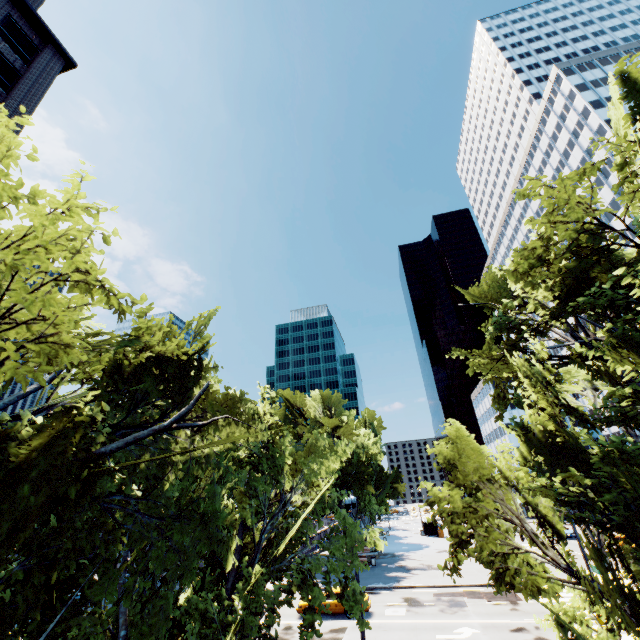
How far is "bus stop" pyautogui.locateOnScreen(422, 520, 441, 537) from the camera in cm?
5416

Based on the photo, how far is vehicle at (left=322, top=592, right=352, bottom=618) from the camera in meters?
22.3 m

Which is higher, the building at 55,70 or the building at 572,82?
the building at 572,82

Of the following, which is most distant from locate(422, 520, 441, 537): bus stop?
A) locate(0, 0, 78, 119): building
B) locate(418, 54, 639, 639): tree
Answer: locate(0, 0, 78, 119): building

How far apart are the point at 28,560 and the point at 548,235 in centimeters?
1130cm

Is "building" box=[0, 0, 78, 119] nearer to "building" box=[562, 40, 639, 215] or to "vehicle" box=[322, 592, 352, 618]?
"vehicle" box=[322, 592, 352, 618]

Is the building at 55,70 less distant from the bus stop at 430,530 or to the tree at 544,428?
the tree at 544,428

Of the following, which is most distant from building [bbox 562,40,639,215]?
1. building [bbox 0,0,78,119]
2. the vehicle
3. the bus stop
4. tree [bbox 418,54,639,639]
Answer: building [bbox 0,0,78,119]
